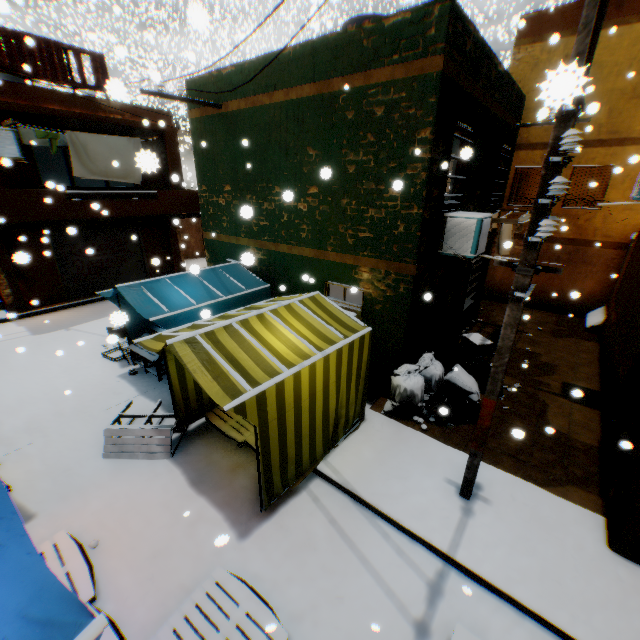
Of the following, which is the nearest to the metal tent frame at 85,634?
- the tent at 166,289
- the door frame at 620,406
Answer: the tent at 166,289

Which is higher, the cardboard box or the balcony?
the balcony

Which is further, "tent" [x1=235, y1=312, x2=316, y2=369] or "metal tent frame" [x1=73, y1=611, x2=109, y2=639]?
"tent" [x1=235, y1=312, x2=316, y2=369]

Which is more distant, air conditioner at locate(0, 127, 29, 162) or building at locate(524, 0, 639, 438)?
air conditioner at locate(0, 127, 29, 162)

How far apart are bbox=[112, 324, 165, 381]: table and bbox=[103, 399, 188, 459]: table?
1.06m

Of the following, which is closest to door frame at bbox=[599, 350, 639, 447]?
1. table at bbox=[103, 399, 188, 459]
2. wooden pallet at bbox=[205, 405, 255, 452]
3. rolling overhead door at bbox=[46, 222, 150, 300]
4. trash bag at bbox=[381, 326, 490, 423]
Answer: trash bag at bbox=[381, 326, 490, 423]

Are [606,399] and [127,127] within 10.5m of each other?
no

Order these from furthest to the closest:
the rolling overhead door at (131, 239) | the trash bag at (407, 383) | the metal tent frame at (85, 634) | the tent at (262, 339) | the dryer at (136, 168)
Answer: the rolling overhead door at (131, 239) → the dryer at (136, 168) → the trash bag at (407, 383) → the tent at (262, 339) → the metal tent frame at (85, 634)
